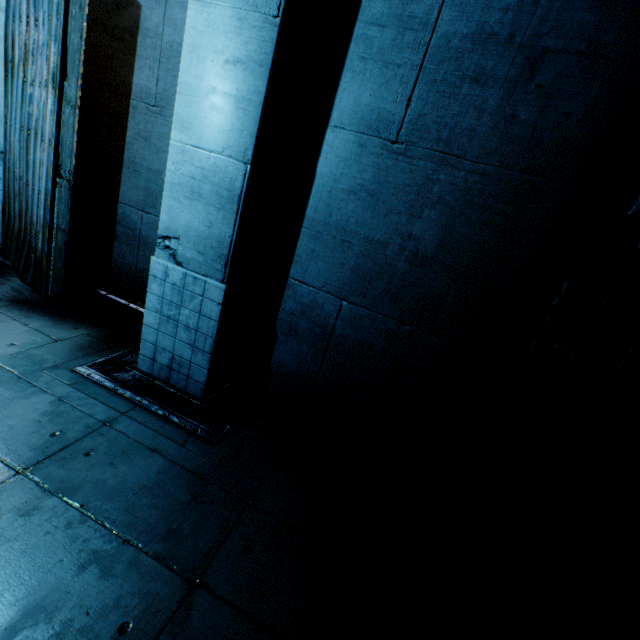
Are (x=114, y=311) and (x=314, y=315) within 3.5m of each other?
no
